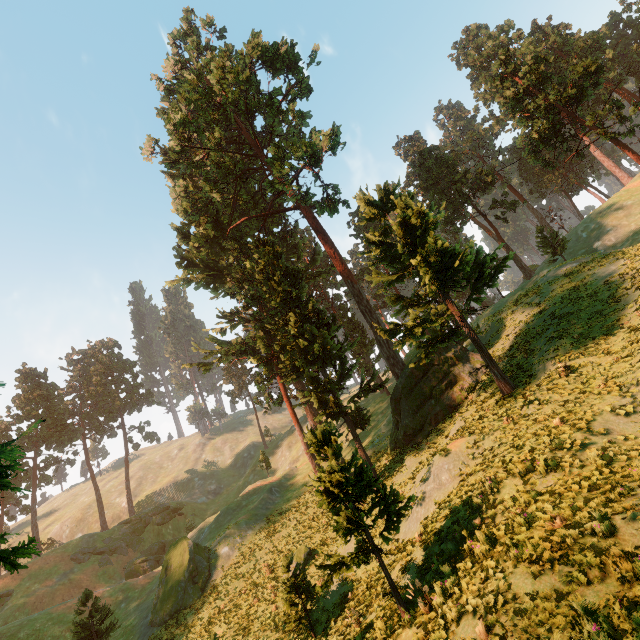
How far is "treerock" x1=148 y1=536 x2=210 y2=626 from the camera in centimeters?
2597cm

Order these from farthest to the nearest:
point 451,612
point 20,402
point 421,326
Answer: point 20,402 → point 421,326 → point 451,612

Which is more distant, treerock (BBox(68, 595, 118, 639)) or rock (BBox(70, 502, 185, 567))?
rock (BBox(70, 502, 185, 567))

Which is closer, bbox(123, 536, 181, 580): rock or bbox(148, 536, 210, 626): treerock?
bbox(148, 536, 210, 626): treerock

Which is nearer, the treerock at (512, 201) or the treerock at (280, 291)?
the treerock at (280, 291)

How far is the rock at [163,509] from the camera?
44.1 meters

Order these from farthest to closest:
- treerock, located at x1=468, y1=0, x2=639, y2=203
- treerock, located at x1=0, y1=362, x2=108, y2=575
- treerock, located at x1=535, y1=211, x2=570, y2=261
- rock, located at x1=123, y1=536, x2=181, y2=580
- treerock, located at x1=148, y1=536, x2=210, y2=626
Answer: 1. rock, located at x1=123, y1=536, x2=181, y2=580
2. treerock, located at x1=535, y1=211, x2=570, y2=261
3. treerock, located at x1=468, y1=0, x2=639, y2=203
4. treerock, located at x1=148, y1=536, x2=210, y2=626
5. treerock, located at x1=0, y1=362, x2=108, y2=575
